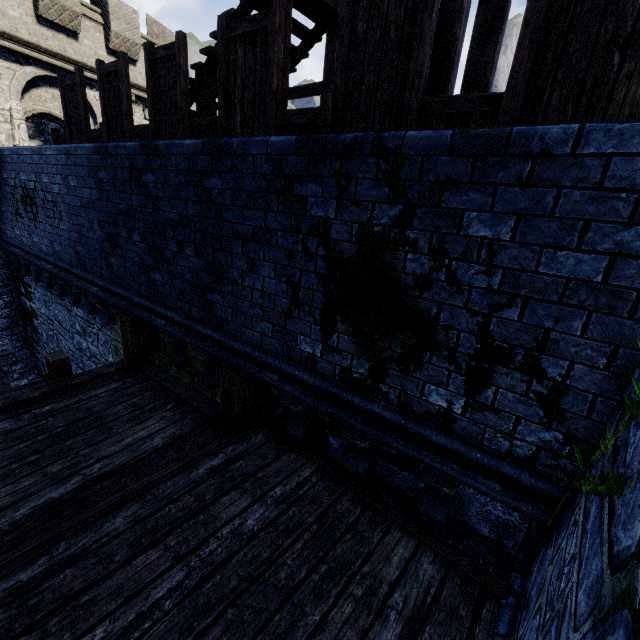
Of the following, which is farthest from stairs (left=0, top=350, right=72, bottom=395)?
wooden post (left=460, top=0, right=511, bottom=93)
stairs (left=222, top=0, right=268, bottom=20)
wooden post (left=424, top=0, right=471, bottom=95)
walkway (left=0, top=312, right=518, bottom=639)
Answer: wooden post (left=460, top=0, right=511, bottom=93)

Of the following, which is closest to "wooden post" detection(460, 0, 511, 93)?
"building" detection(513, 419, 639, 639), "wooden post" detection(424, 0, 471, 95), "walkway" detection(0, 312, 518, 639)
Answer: "wooden post" detection(424, 0, 471, 95)

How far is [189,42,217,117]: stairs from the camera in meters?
5.8

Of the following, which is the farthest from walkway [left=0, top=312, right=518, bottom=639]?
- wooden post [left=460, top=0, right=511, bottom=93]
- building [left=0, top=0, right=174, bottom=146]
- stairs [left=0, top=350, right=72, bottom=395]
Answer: building [left=0, top=0, right=174, bottom=146]

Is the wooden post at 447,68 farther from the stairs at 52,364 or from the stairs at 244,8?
the stairs at 52,364

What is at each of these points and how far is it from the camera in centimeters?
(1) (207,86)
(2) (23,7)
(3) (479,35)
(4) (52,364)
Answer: (1) stairs, 605cm
(2) building, 1115cm
(3) wooden post, 441cm
(4) stairs, 550cm

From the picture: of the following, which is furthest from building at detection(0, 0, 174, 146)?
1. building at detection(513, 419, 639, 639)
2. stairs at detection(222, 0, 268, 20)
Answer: building at detection(513, 419, 639, 639)

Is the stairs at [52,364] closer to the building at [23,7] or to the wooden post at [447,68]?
the building at [23,7]
